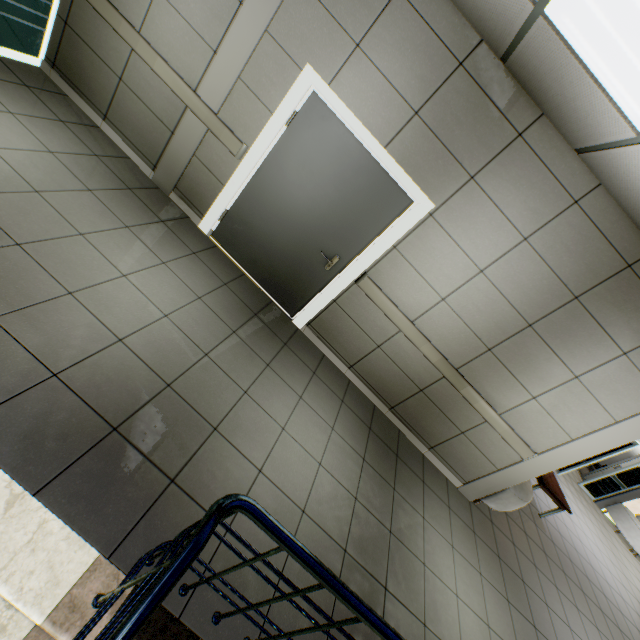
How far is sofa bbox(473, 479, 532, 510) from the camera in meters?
4.4

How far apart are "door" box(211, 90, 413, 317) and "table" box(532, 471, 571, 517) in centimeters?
541cm

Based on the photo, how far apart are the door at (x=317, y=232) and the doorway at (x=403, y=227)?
0.0 meters

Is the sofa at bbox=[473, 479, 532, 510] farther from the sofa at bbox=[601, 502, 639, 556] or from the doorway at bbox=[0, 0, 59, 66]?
the doorway at bbox=[0, 0, 59, 66]

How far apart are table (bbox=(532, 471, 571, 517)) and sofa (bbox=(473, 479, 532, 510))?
0.68m

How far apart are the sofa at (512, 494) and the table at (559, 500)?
0.68m

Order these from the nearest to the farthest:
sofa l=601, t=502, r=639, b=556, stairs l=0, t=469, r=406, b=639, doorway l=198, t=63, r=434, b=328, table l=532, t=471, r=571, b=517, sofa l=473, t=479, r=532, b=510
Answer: stairs l=0, t=469, r=406, b=639, doorway l=198, t=63, r=434, b=328, sofa l=473, t=479, r=532, b=510, table l=532, t=471, r=571, b=517, sofa l=601, t=502, r=639, b=556

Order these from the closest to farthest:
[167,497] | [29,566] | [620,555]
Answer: [29,566]
[167,497]
[620,555]
